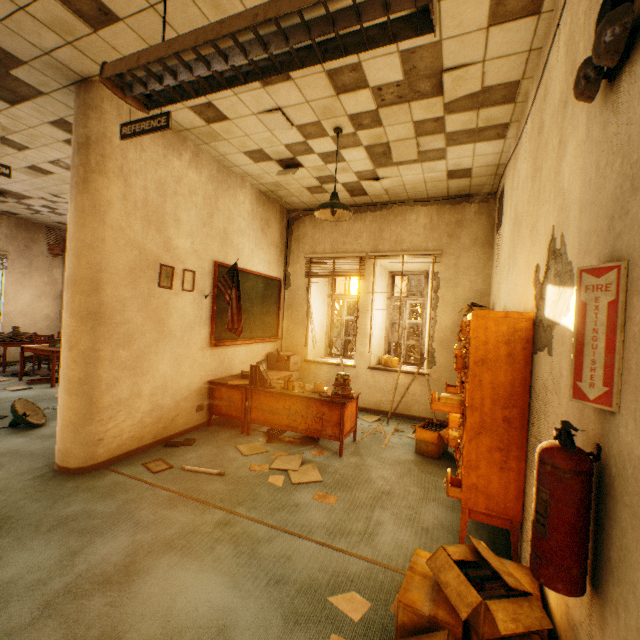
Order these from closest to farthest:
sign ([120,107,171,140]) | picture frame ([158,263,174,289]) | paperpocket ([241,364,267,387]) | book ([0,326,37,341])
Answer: sign ([120,107,171,140]) < picture frame ([158,263,174,289]) < paperpocket ([241,364,267,387]) < book ([0,326,37,341])

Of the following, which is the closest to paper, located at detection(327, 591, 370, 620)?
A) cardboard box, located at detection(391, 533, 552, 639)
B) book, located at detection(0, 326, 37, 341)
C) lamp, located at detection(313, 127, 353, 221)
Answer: cardboard box, located at detection(391, 533, 552, 639)

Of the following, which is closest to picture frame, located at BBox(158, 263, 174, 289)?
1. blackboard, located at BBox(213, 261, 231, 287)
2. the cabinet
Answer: blackboard, located at BBox(213, 261, 231, 287)

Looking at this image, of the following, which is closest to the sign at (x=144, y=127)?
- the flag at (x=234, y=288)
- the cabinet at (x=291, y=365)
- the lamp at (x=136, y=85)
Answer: the lamp at (x=136, y=85)

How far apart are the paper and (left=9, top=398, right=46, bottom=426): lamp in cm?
447

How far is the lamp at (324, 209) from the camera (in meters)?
3.64

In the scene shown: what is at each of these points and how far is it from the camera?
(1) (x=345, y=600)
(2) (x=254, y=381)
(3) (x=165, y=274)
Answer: (1) paper, 2.0m
(2) paperpocket, 4.5m
(3) picture frame, 4.0m

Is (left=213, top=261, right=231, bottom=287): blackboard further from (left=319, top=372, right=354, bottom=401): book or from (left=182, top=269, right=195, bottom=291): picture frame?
(left=319, top=372, right=354, bottom=401): book
